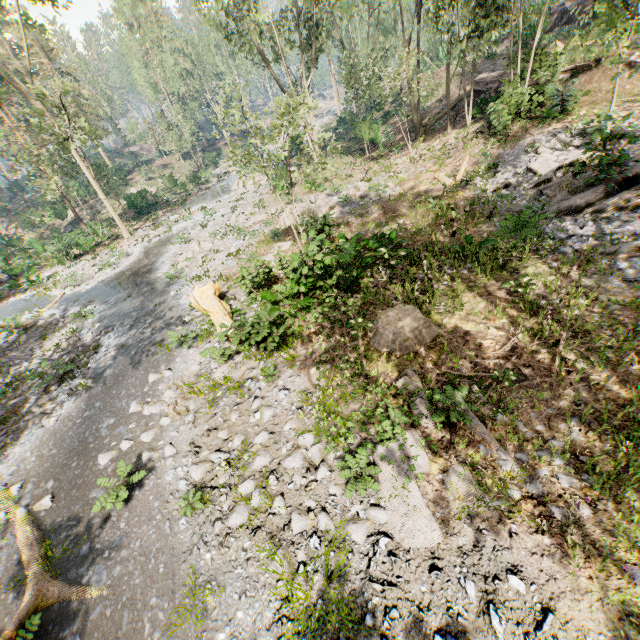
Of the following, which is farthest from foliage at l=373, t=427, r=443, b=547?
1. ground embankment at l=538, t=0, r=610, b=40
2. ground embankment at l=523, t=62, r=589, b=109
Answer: Result: ground embankment at l=538, t=0, r=610, b=40

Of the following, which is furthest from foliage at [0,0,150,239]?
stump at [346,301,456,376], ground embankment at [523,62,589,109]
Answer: stump at [346,301,456,376]

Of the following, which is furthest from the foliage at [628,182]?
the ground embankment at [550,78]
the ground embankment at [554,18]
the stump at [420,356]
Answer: the stump at [420,356]

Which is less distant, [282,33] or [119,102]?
[282,33]

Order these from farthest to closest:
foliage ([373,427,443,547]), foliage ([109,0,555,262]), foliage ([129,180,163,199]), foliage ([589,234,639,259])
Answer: foliage ([129,180,163,199]) < foliage ([109,0,555,262]) < foliage ([589,234,639,259]) < foliage ([373,427,443,547])

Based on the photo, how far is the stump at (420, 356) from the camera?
8.6 meters

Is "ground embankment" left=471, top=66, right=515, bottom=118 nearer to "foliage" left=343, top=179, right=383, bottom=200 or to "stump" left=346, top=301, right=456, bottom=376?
"foliage" left=343, top=179, right=383, bottom=200
